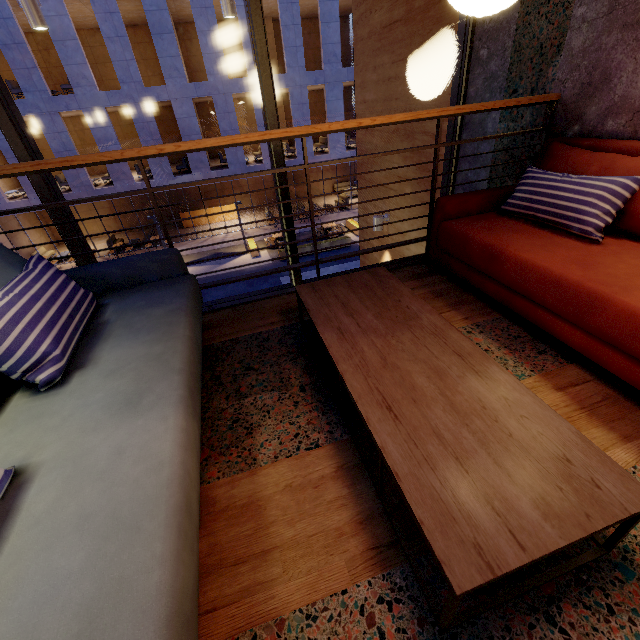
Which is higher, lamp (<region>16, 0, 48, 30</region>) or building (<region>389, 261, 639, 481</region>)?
lamp (<region>16, 0, 48, 30</region>)

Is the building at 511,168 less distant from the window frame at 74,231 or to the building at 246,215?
the window frame at 74,231

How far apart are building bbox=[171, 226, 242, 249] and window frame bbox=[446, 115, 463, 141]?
16.8 meters

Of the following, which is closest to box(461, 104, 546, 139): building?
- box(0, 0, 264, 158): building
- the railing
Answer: the railing

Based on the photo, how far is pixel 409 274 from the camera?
2.67m

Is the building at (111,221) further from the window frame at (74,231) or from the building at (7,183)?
the window frame at (74,231)

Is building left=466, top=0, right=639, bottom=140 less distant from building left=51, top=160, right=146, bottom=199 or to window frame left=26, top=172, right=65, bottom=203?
window frame left=26, top=172, right=65, bottom=203
